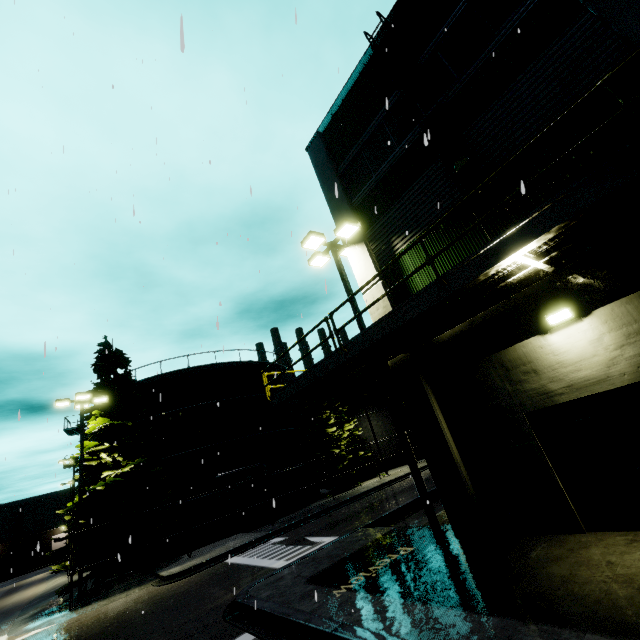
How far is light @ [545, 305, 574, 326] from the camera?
6.6m

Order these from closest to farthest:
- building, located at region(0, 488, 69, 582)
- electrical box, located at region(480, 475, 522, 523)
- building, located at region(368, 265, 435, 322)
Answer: electrical box, located at region(480, 475, 522, 523), building, located at region(368, 265, 435, 322), building, located at region(0, 488, 69, 582)

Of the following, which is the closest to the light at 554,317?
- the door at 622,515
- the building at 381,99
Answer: the building at 381,99

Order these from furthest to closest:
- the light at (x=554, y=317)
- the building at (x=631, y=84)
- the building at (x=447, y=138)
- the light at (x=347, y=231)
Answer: the light at (x=347, y=231), the building at (x=447, y=138), the light at (x=554, y=317), the building at (x=631, y=84)

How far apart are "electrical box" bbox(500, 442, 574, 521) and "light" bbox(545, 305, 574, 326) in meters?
2.6 m

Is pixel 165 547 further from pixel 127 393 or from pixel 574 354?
pixel 574 354

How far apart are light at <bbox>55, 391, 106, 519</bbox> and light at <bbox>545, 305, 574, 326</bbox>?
21.8m

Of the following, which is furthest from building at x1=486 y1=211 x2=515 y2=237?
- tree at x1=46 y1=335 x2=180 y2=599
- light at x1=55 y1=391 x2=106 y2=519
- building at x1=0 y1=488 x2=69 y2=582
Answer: building at x1=0 y1=488 x2=69 y2=582
